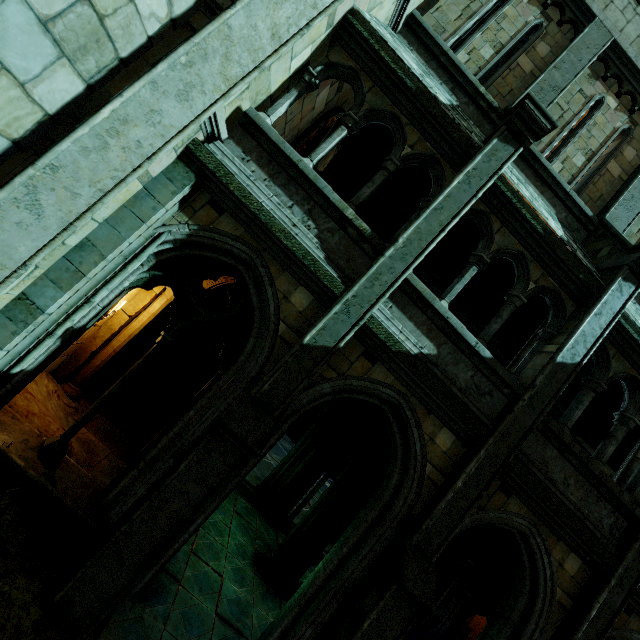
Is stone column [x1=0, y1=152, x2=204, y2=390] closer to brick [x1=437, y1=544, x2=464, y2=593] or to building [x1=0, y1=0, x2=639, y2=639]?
building [x1=0, y1=0, x2=639, y2=639]

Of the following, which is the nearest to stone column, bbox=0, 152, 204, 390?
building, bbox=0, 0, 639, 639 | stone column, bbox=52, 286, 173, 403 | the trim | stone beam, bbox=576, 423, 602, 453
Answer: building, bbox=0, 0, 639, 639

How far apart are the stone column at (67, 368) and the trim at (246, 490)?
3.8m

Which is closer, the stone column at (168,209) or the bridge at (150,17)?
the bridge at (150,17)

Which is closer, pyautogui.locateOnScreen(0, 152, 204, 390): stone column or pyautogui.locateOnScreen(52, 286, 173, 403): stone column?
pyautogui.locateOnScreen(0, 152, 204, 390): stone column

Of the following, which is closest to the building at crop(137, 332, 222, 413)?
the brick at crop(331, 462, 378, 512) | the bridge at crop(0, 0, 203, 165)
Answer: the bridge at crop(0, 0, 203, 165)

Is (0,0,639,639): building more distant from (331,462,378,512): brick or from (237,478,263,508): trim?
(331,462,378,512): brick

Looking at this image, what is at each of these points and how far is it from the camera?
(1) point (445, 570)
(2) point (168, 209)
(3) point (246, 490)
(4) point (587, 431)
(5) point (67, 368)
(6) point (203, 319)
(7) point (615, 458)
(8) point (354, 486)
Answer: (1) brick, 7.89m
(2) stone column, 4.48m
(3) trim, 9.71m
(4) stone beam, 12.01m
(5) stone column, 6.66m
(6) window, 4.81m
(7) stone beam, 12.17m
(8) brick, 7.59m
